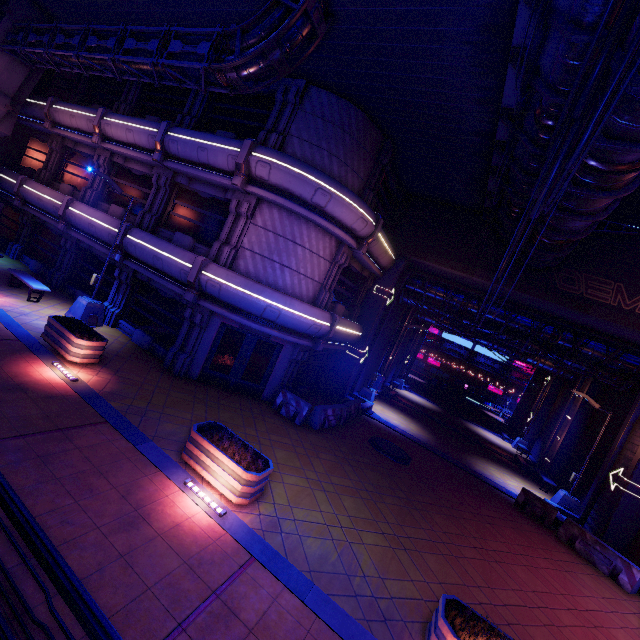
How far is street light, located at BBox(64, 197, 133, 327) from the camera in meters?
13.6

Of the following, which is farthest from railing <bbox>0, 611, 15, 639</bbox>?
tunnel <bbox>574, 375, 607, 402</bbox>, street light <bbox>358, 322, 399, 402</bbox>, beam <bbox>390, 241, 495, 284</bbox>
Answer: tunnel <bbox>574, 375, 607, 402</bbox>

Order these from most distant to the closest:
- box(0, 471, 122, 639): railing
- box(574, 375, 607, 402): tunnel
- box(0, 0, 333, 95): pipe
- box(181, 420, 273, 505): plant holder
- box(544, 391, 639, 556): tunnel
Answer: box(574, 375, 607, 402): tunnel, box(544, 391, 639, 556): tunnel, box(0, 0, 333, 95): pipe, box(181, 420, 273, 505): plant holder, box(0, 471, 122, 639): railing

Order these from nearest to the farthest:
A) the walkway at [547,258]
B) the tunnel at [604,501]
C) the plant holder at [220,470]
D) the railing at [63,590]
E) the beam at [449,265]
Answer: the railing at [63,590]
the walkway at [547,258]
the plant holder at [220,470]
the tunnel at [604,501]
the beam at [449,265]

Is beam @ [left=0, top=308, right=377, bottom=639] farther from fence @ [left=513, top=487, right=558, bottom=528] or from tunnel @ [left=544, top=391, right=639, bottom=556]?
tunnel @ [left=544, top=391, right=639, bottom=556]

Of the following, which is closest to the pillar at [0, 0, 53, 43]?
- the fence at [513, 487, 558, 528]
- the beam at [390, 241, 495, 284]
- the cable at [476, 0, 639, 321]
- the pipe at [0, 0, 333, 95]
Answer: the pipe at [0, 0, 333, 95]

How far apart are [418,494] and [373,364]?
13.0 meters

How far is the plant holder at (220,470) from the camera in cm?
718
